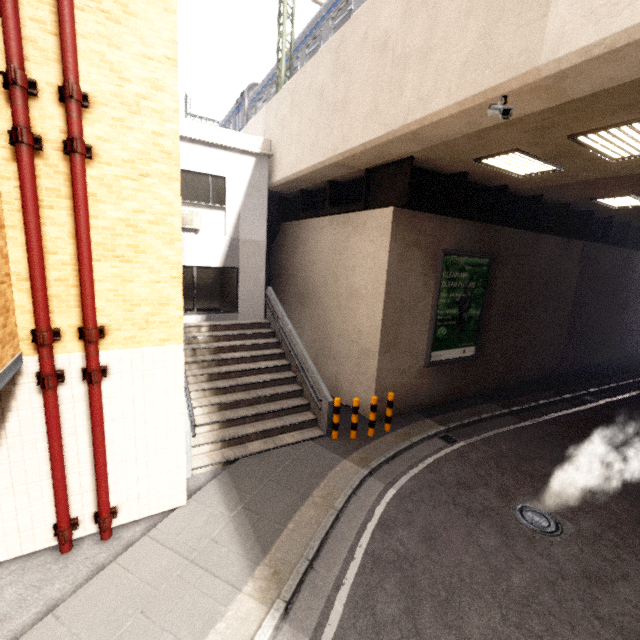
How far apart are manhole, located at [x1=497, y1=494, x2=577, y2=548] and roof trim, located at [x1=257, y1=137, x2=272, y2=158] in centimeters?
1191cm

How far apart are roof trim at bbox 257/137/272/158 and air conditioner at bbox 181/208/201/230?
2.92m

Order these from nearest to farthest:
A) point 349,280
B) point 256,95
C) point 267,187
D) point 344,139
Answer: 1. point 344,139
2. point 349,280
3. point 267,187
4. point 256,95

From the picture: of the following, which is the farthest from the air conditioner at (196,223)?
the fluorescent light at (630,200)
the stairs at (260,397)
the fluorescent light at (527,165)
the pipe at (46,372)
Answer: the fluorescent light at (630,200)

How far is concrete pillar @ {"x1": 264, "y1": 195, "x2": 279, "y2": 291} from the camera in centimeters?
1380cm

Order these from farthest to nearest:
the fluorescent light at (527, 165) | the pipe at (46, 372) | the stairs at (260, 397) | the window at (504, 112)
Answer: the stairs at (260, 397)
the fluorescent light at (527, 165)
the window at (504, 112)
the pipe at (46, 372)

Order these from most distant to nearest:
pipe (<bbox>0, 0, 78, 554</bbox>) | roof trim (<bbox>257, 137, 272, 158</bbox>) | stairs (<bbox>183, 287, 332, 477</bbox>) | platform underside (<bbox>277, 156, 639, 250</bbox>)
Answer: roof trim (<bbox>257, 137, 272, 158</bbox>) → platform underside (<bbox>277, 156, 639, 250</bbox>) → stairs (<bbox>183, 287, 332, 477</bbox>) → pipe (<bbox>0, 0, 78, 554</bbox>)

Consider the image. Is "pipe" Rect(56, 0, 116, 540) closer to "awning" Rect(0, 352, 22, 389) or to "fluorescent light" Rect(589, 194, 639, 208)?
"awning" Rect(0, 352, 22, 389)
